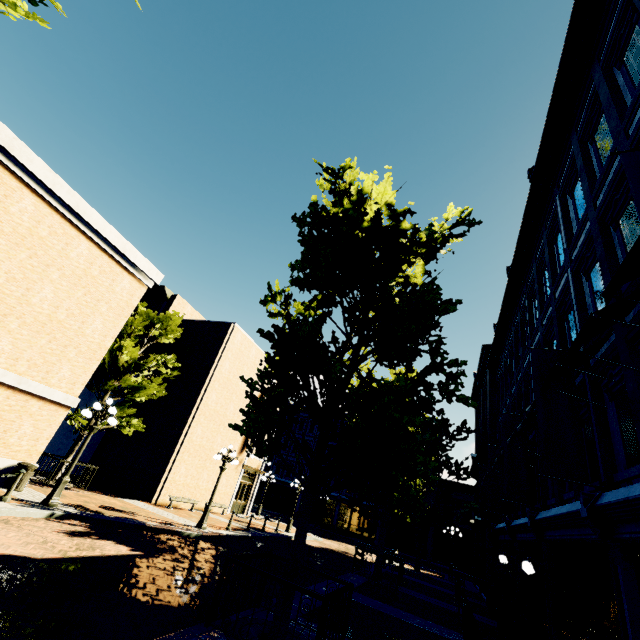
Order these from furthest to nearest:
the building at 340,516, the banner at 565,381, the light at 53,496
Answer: the building at 340,516, the light at 53,496, the banner at 565,381

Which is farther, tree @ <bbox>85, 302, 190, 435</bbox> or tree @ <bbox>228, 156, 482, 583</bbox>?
tree @ <bbox>85, 302, 190, 435</bbox>

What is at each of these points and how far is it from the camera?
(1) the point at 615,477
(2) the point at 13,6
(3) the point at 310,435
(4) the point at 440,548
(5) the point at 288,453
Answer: (1) building, 5.86m
(2) tree, 2.97m
(3) building, 43.94m
(4) building, 33.56m
(5) building, 43.34m

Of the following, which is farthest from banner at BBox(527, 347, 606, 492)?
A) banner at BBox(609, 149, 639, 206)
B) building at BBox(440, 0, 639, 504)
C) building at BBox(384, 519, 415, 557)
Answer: building at BBox(384, 519, 415, 557)

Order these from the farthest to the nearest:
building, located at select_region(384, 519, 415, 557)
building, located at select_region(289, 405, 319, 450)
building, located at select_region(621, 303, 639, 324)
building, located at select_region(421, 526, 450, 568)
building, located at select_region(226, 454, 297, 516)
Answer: building, located at select_region(289, 405, 319, 450) < building, located at select_region(384, 519, 415, 557) < building, located at select_region(421, 526, 450, 568) < building, located at select_region(226, 454, 297, 516) < building, located at select_region(621, 303, 639, 324)

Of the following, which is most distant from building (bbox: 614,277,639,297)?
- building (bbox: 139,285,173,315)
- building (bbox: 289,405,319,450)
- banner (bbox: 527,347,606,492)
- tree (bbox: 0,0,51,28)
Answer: building (bbox: 289,405,319,450)

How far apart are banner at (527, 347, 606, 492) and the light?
13.22m

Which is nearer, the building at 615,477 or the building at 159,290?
the building at 615,477
